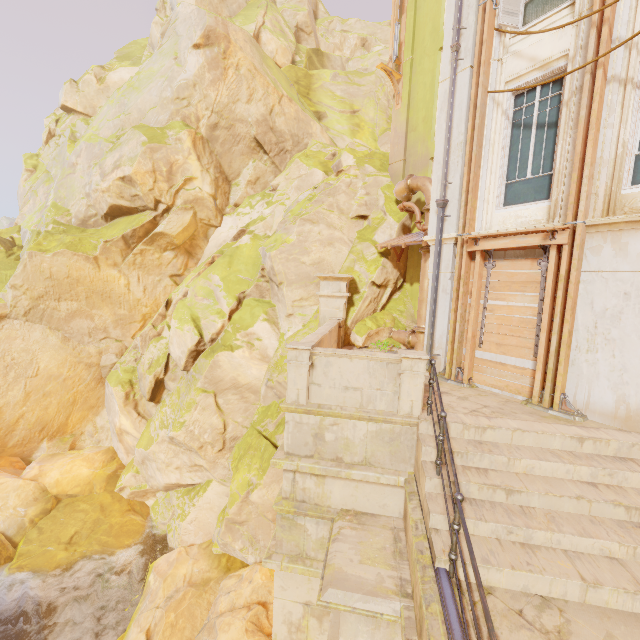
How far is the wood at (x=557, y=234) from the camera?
6.36m

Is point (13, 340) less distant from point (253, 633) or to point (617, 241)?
point (253, 633)

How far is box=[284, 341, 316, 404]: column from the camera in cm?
588

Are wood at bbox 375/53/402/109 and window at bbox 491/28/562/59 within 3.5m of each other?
no

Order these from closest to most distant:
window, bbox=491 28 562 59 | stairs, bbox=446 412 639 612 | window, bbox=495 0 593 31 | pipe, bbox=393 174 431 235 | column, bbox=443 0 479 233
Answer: stairs, bbox=446 412 639 612 < window, bbox=495 0 593 31 < window, bbox=491 28 562 59 < column, bbox=443 0 479 233 < pipe, bbox=393 174 431 235

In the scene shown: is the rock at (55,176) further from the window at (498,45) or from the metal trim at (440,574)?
the metal trim at (440,574)

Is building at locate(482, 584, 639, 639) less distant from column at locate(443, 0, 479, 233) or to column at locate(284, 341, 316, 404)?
column at locate(284, 341, 316, 404)

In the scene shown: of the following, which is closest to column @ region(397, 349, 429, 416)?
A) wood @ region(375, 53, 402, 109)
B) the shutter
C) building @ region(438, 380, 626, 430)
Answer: building @ region(438, 380, 626, 430)
